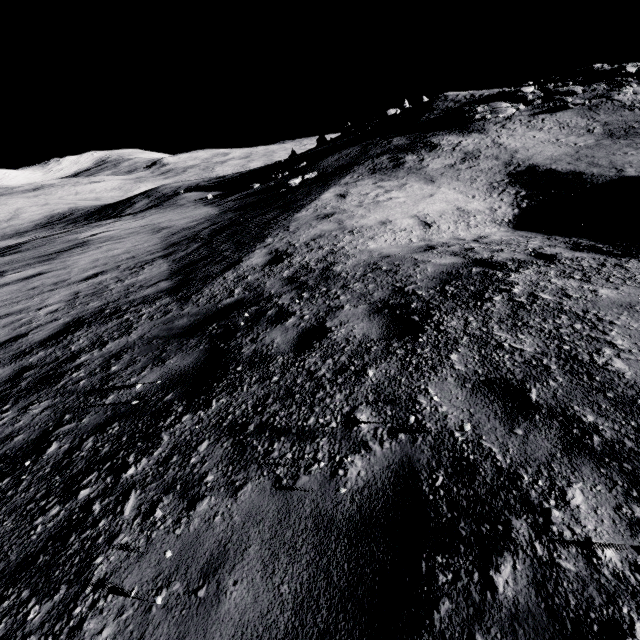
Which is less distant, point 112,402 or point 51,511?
point 51,511
